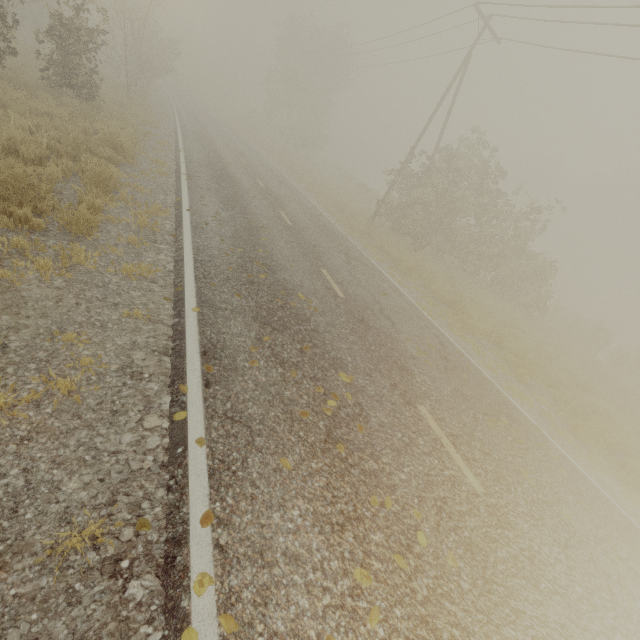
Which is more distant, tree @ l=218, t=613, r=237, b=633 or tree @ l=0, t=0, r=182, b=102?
tree @ l=0, t=0, r=182, b=102

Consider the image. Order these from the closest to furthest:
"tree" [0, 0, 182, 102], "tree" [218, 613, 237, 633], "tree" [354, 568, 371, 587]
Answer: "tree" [218, 613, 237, 633] → "tree" [354, 568, 371, 587] → "tree" [0, 0, 182, 102]

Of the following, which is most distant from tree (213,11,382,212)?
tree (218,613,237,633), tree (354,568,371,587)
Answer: tree (354,568,371,587)

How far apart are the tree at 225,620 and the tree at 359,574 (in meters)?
1.36

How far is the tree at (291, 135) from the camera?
35.5m

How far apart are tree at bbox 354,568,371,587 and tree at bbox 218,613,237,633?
1.4m

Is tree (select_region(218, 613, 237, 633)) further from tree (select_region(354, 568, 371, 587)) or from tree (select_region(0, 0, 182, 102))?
tree (select_region(0, 0, 182, 102))

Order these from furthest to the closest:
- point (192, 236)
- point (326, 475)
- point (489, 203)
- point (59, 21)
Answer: point (489, 203)
point (59, 21)
point (192, 236)
point (326, 475)
